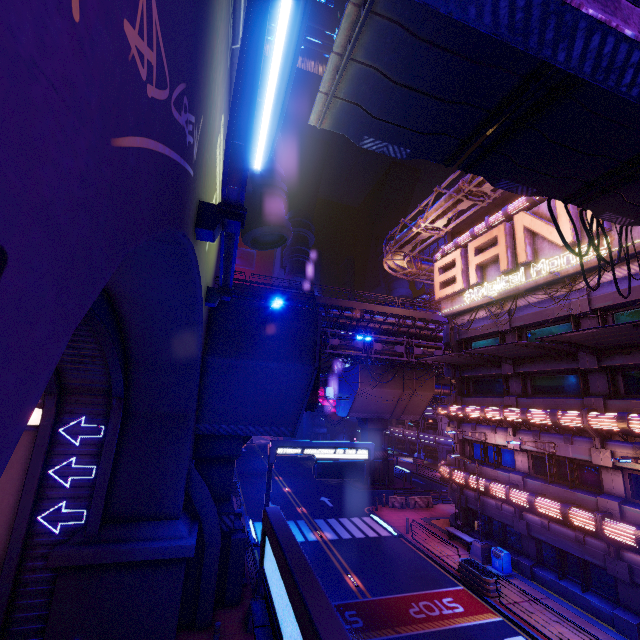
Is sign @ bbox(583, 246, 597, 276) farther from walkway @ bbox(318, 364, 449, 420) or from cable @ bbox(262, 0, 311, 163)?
cable @ bbox(262, 0, 311, 163)

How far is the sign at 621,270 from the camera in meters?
15.2

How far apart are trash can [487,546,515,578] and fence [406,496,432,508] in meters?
10.5 m

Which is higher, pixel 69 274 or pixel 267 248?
pixel 267 248

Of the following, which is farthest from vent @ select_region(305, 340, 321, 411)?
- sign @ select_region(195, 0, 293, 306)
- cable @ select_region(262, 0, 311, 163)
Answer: cable @ select_region(262, 0, 311, 163)

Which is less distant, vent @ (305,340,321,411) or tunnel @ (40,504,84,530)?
tunnel @ (40,504,84,530)

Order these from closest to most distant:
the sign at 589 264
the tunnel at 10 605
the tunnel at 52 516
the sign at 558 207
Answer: the tunnel at 10 605, the tunnel at 52 516, the sign at 589 264, the sign at 558 207

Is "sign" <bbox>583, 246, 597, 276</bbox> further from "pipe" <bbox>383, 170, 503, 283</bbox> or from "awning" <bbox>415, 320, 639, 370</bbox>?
"awning" <bbox>415, 320, 639, 370</bbox>
